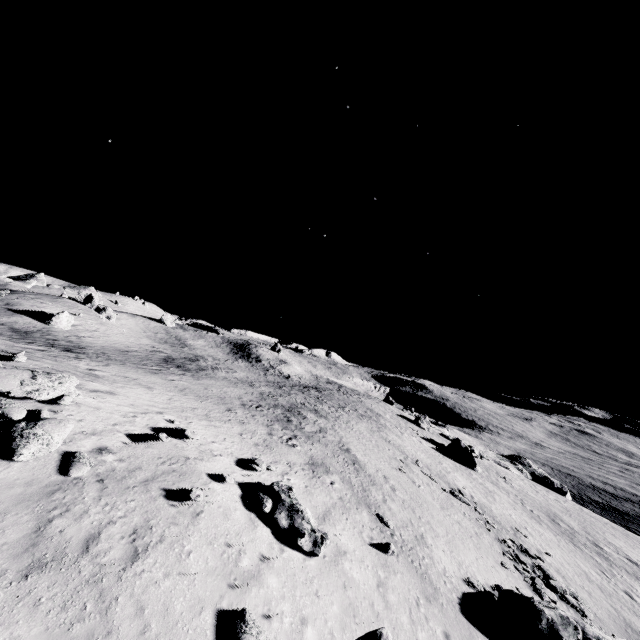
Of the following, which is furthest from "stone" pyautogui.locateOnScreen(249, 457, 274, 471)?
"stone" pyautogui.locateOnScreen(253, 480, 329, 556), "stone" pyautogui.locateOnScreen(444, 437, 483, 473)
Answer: "stone" pyautogui.locateOnScreen(444, 437, 483, 473)

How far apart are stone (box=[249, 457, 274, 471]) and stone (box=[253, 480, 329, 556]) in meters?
1.4

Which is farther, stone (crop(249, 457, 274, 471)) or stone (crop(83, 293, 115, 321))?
stone (crop(83, 293, 115, 321))

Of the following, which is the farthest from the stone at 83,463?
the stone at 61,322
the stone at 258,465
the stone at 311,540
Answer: the stone at 61,322

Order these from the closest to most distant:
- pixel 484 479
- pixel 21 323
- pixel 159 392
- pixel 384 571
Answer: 1. pixel 384 571
2. pixel 159 392
3. pixel 21 323
4. pixel 484 479

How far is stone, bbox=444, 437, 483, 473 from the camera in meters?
44.2

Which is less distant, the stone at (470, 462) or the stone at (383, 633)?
the stone at (383, 633)

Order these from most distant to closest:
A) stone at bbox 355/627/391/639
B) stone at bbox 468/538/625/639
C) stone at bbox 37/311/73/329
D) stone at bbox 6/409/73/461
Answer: stone at bbox 37/311/73/329
stone at bbox 468/538/625/639
stone at bbox 6/409/73/461
stone at bbox 355/627/391/639
